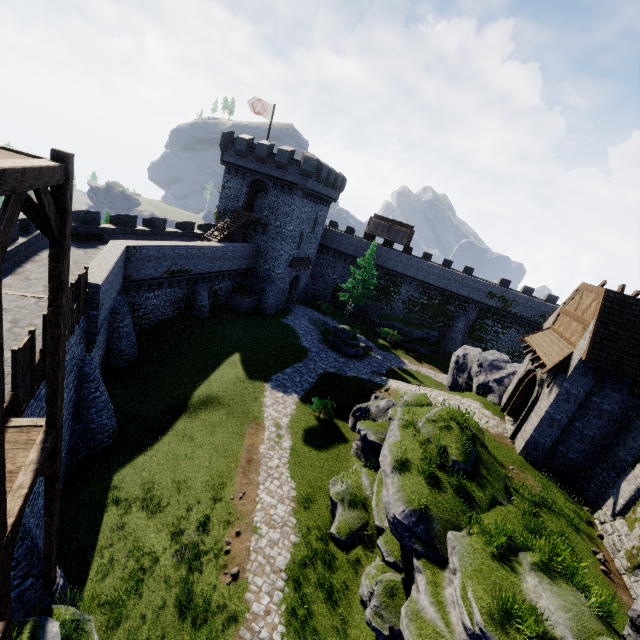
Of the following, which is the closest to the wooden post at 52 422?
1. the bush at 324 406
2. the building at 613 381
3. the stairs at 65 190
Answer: the stairs at 65 190

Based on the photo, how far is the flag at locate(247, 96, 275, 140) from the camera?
31.6 meters

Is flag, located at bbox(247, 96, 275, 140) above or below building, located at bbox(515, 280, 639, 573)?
above

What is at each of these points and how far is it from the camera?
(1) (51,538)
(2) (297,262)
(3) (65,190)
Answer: (1) wooden post, 8.7m
(2) awning, 38.9m
(3) stairs, 5.8m

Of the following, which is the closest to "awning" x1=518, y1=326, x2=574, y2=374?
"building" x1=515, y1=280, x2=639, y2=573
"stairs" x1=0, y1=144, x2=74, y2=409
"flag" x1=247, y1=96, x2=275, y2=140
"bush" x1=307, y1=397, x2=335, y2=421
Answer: "building" x1=515, y1=280, x2=639, y2=573

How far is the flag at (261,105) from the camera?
31.6 meters

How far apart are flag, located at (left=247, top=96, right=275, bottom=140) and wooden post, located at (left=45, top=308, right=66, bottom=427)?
32.28m

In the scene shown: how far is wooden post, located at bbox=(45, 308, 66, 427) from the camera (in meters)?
6.55
